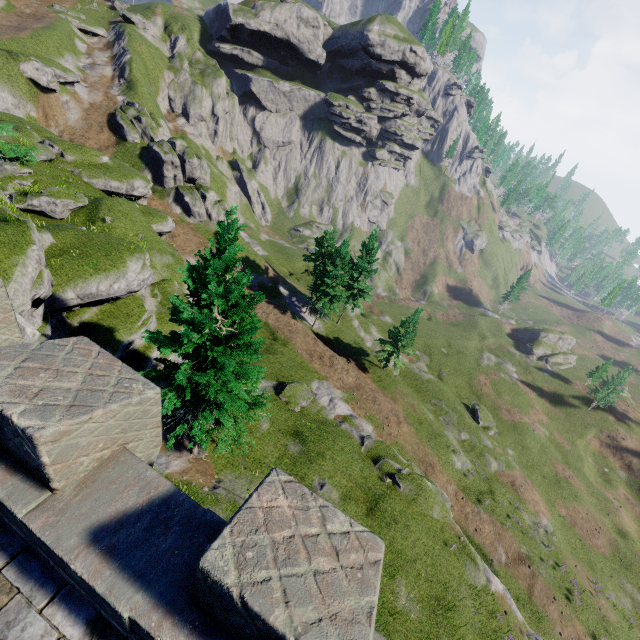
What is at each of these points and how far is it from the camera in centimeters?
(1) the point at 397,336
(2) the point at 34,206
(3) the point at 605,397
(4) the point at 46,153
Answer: (1) tree, 3941cm
(2) rock, 2370cm
(3) instancedfoliageactor, 5569cm
(4) rock, 2866cm

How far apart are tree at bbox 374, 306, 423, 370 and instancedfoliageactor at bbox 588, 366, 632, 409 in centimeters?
4157cm

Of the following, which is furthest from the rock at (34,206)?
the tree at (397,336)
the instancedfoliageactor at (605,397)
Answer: the instancedfoliageactor at (605,397)

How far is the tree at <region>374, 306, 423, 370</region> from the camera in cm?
3738

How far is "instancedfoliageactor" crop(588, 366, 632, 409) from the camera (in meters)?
53.84

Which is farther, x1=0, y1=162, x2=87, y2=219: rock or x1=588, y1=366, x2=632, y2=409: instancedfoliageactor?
x1=588, y1=366, x2=632, y2=409: instancedfoliageactor

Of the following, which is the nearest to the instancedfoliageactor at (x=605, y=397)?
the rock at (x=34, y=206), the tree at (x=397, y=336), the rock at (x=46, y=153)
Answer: the tree at (x=397, y=336)

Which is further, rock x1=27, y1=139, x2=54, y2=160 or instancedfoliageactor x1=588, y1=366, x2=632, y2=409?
instancedfoliageactor x1=588, y1=366, x2=632, y2=409
